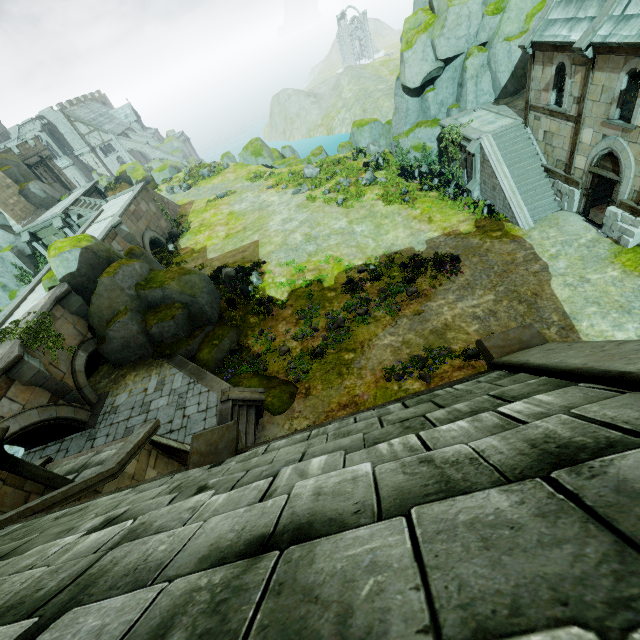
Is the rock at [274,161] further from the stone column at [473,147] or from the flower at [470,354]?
the flower at [470,354]

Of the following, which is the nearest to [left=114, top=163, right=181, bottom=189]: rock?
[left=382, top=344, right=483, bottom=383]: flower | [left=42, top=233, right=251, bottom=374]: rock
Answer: [left=382, top=344, right=483, bottom=383]: flower

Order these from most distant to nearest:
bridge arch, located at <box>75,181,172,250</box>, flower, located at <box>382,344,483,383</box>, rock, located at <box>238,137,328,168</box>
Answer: rock, located at <box>238,137,328,168</box>, bridge arch, located at <box>75,181,172,250</box>, flower, located at <box>382,344,483,383</box>

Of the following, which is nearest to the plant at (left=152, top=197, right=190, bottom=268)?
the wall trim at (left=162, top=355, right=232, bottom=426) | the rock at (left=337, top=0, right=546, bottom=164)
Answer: the rock at (left=337, top=0, right=546, bottom=164)

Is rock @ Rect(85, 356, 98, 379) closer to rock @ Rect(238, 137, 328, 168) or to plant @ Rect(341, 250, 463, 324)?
plant @ Rect(341, 250, 463, 324)

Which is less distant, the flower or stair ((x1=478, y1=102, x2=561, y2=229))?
the flower

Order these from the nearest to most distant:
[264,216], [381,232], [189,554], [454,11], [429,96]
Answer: [189,554]
[454,11]
[381,232]
[429,96]
[264,216]

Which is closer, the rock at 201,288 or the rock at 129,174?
the rock at 201,288
